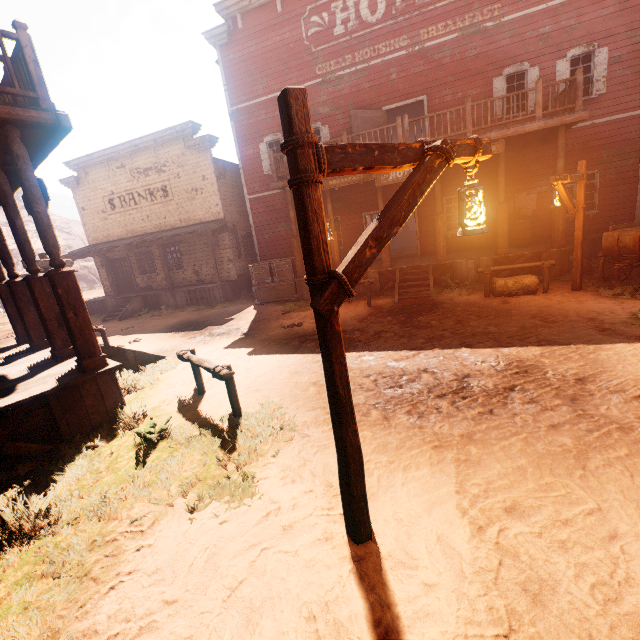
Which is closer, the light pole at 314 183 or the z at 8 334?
the light pole at 314 183

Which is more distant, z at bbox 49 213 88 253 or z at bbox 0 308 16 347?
z at bbox 49 213 88 253

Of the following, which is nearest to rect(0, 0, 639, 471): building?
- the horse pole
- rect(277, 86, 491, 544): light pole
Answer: the horse pole

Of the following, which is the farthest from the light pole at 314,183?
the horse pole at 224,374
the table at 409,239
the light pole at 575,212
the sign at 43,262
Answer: the table at 409,239

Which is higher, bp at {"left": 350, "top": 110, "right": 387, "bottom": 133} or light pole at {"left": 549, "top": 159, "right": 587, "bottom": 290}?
bp at {"left": 350, "top": 110, "right": 387, "bottom": 133}

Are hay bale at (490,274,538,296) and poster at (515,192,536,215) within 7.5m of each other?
yes

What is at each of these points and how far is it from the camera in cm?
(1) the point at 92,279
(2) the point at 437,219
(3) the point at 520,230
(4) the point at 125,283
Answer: (1) z, 4472
(2) building, 1146
(3) barrel, 1200
(4) bp, 2097

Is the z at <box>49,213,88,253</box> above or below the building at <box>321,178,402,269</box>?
above
